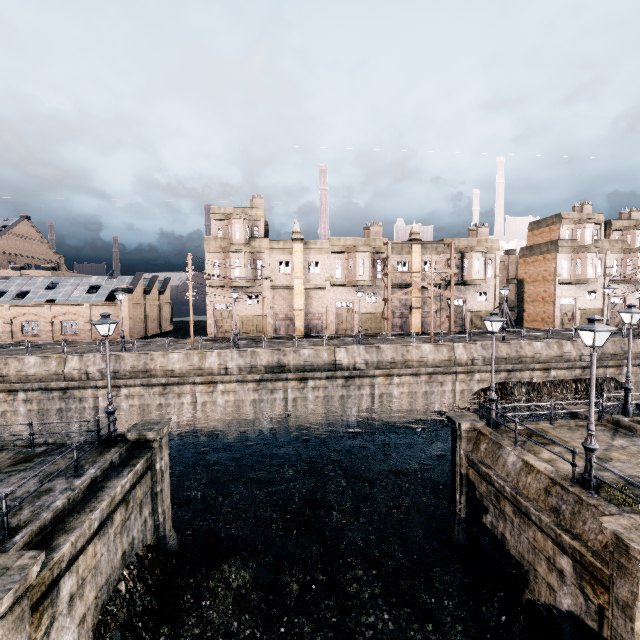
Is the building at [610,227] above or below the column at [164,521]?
above

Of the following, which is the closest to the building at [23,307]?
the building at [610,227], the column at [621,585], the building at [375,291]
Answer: the building at [375,291]

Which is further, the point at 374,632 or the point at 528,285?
the point at 528,285

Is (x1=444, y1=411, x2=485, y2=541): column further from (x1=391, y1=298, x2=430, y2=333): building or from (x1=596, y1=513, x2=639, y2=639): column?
(x1=391, y1=298, x2=430, y2=333): building

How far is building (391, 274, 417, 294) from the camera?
41.87m

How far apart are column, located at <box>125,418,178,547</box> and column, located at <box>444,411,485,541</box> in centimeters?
1401cm

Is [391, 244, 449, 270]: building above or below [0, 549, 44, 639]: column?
above

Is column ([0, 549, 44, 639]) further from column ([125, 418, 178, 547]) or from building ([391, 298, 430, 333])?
building ([391, 298, 430, 333])
